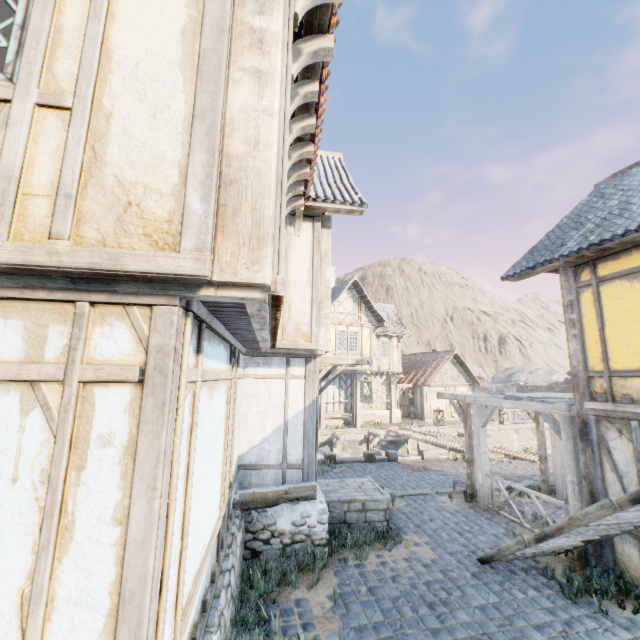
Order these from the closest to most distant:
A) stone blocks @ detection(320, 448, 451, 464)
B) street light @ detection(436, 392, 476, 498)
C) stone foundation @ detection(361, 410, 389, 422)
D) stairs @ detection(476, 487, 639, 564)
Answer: stairs @ detection(476, 487, 639, 564) → street light @ detection(436, 392, 476, 498) → stone blocks @ detection(320, 448, 451, 464) → stone foundation @ detection(361, 410, 389, 422)

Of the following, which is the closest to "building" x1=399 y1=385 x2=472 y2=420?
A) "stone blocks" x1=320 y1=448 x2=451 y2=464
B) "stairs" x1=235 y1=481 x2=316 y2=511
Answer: "stone blocks" x1=320 y1=448 x2=451 y2=464

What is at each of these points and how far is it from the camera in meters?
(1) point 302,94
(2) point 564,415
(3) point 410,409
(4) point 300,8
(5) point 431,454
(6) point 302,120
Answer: (1) wooden structure, 3.8 m
(2) awning, 6.8 m
(3) building, 28.5 m
(4) wooden structure, 2.7 m
(5) stone blocks, 13.9 m
(6) wooden structure, 4.3 m

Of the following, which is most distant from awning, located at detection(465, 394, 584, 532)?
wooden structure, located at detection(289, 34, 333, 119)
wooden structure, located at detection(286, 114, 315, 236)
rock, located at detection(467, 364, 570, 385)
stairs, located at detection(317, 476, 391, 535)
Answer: rock, located at detection(467, 364, 570, 385)

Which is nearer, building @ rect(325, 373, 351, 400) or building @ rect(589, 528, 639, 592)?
building @ rect(589, 528, 639, 592)

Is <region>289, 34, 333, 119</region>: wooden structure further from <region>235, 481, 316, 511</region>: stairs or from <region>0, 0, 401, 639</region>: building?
<region>235, 481, 316, 511</region>: stairs

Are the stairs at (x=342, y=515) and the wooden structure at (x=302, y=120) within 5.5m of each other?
no

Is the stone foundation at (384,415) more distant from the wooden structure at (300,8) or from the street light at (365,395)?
the wooden structure at (300,8)
